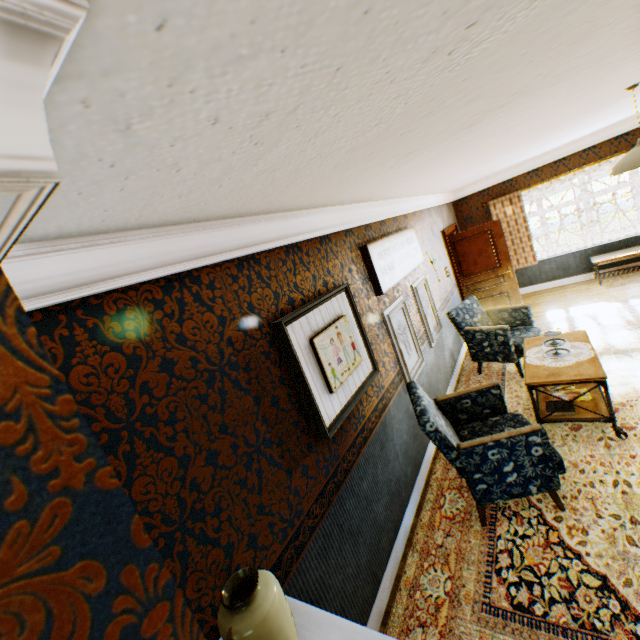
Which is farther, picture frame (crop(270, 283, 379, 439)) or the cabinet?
picture frame (crop(270, 283, 379, 439))

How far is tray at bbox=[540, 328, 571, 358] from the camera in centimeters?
373cm

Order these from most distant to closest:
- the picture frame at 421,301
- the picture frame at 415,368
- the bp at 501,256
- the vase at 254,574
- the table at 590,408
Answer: the bp at 501,256, the picture frame at 421,301, the picture frame at 415,368, the table at 590,408, the vase at 254,574

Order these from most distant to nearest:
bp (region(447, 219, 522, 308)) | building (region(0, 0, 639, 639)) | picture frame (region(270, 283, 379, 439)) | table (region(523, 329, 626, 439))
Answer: bp (region(447, 219, 522, 308))
table (region(523, 329, 626, 439))
picture frame (region(270, 283, 379, 439))
building (region(0, 0, 639, 639))

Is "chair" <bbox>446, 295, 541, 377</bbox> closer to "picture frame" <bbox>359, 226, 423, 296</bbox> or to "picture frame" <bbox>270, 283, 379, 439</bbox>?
"picture frame" <bbox>359, 226, 423, 296</bbox>

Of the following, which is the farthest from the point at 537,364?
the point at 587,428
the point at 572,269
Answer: the point at 572,269

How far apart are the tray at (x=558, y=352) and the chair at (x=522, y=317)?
0.7 meters

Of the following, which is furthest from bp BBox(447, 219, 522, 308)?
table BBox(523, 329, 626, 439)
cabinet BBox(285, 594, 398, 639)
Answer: cabinet BBox(285, 594, 398, 639)
